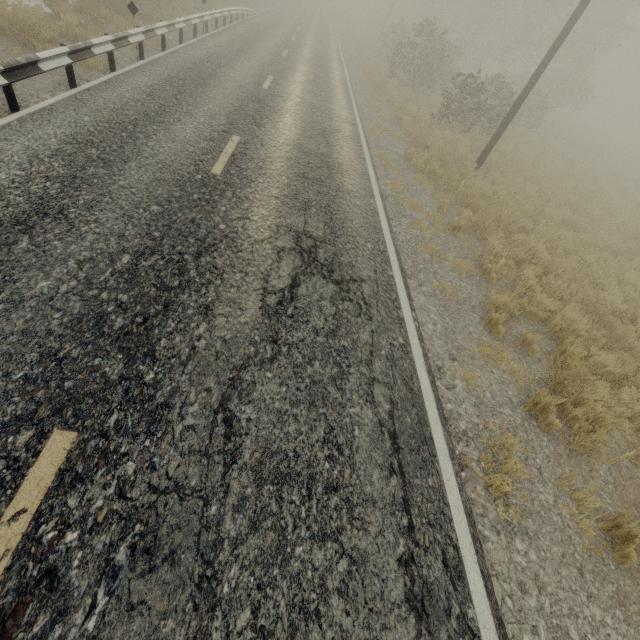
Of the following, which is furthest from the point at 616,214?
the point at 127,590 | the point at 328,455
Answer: the point at 127,590
